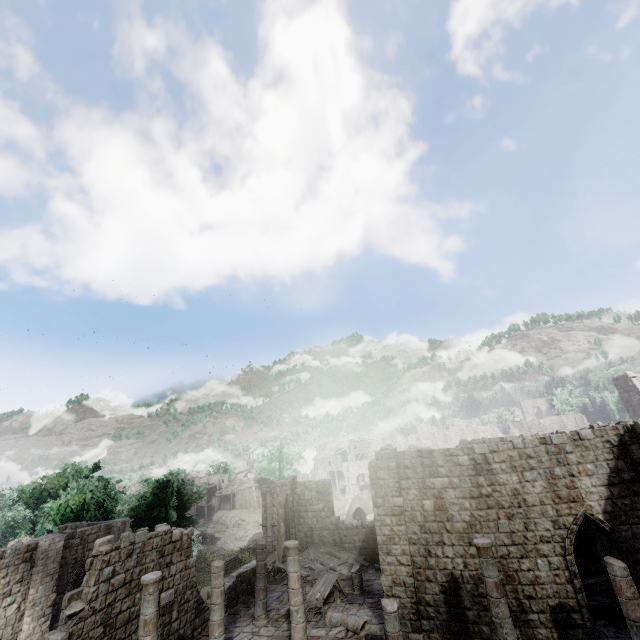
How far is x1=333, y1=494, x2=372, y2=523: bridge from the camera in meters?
42.9 m

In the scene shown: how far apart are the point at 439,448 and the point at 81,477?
44.6 meters

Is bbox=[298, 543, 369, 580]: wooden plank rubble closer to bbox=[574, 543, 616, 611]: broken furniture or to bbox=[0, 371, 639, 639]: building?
bbox=[0, 371, 639, 639]: building

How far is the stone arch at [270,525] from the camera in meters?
33.5

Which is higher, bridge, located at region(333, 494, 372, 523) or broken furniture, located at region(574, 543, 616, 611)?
broken furniture, located at region(574, 543, 616, 611)

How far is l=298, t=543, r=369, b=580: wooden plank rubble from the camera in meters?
20.0

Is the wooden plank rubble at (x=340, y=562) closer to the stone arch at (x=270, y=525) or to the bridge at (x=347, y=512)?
the stone arch at (x=270, y=525)

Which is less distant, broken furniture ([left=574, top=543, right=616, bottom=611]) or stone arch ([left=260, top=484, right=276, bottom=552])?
broken furniture ([left=574, top=543, right=616, bottom=611])
